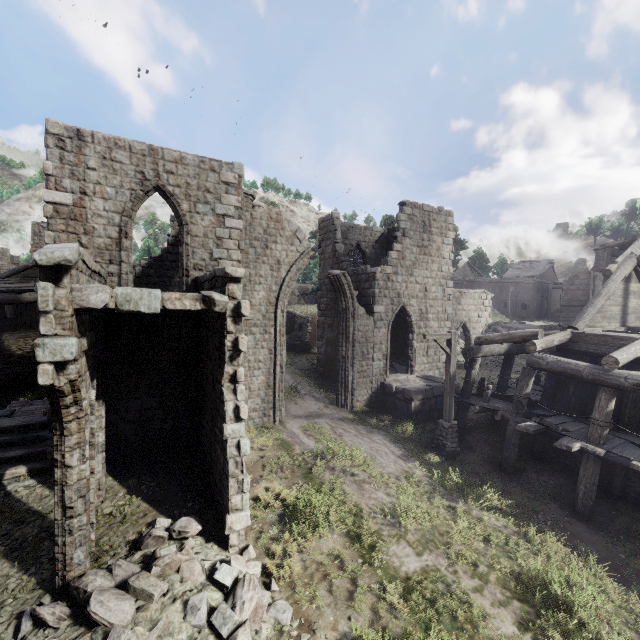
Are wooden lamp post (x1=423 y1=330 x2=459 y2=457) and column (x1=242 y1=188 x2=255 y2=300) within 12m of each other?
yes

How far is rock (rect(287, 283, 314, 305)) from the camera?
48.68m

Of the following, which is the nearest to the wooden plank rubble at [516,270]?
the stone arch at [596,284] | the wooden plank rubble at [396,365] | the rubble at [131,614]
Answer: the stone arch at [596,284]

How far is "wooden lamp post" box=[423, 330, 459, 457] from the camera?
12.34m

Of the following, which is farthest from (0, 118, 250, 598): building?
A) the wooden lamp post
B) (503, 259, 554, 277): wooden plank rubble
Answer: (503, 259, 554, 277): wooden plank rubble

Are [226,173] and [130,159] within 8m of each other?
yes

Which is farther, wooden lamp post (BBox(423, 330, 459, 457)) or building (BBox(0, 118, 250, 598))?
wooden lamp post (BBox(423, 330, 459, 457))

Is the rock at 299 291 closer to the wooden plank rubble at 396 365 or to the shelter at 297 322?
the shelter at 297 322
